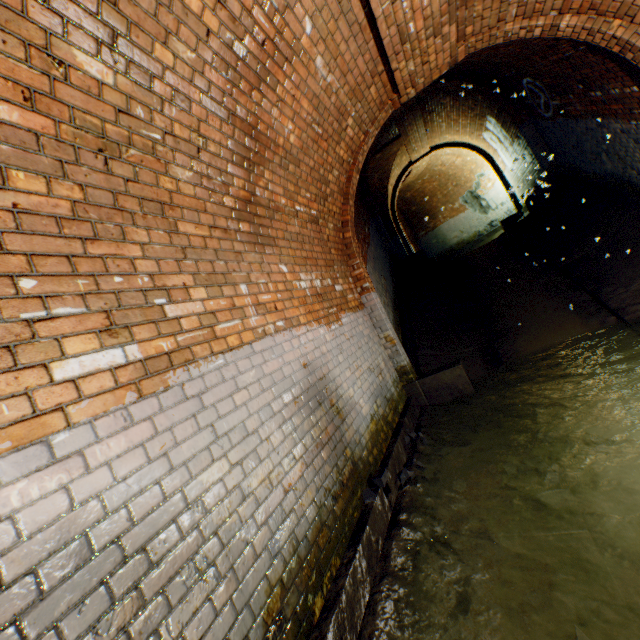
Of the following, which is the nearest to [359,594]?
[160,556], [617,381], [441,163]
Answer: [160,556]

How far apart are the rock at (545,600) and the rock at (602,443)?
1.7m

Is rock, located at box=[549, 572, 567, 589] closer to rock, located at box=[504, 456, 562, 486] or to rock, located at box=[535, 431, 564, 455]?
rock, located at box=[504, 456, 562, 486]

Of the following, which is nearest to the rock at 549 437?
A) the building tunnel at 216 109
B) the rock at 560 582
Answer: the building tunnel at 216 109

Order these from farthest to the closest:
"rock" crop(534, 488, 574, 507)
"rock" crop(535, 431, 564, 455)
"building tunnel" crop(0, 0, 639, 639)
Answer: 1. "rock" crop(535, 431, 564, 455)
2. "rock" crop(534, 488, 574, 507)
3. "building tunnel" crop(0, 0, 639, 639)

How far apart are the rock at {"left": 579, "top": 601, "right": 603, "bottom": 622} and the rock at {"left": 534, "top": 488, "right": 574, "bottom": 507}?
1.0 meters

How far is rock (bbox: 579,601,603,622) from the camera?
1.73m

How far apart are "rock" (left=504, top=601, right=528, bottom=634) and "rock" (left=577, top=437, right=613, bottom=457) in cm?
167
